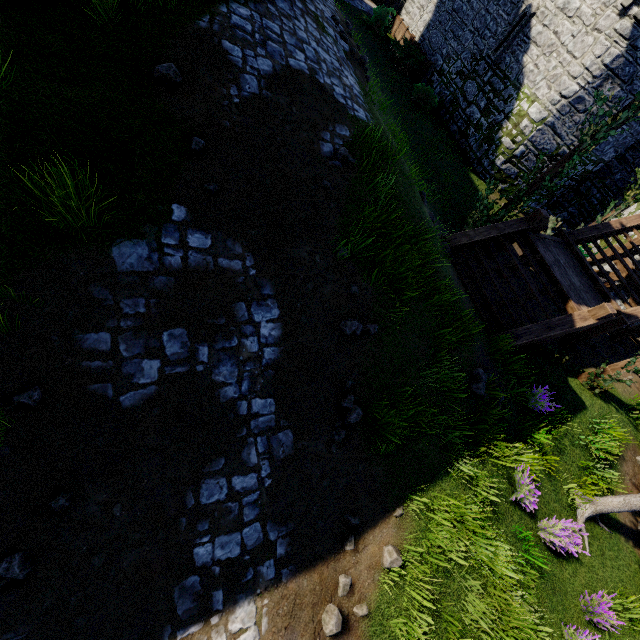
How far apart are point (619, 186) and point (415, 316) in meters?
19.1 m

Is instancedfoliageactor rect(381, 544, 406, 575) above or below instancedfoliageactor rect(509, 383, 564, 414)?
below

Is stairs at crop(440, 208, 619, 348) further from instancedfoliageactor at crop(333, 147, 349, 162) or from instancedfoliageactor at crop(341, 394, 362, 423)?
instancedfoliageactor at crop(341, 394, 362, 423)

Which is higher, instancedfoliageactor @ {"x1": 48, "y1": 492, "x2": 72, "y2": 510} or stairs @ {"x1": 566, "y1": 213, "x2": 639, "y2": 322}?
stairs @ {"x1": 566, "y1": 213, "x2": 639, "y2": 322}

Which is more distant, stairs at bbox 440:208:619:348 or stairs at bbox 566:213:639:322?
stairs at bbox 566:213:639:322

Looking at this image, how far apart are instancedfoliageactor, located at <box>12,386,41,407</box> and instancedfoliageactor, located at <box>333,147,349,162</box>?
5.46m

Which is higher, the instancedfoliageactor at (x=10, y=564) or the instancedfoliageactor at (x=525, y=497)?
the instancedfoliageactor at (x=525, y=497)

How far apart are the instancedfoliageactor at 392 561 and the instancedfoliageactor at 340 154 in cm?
642
